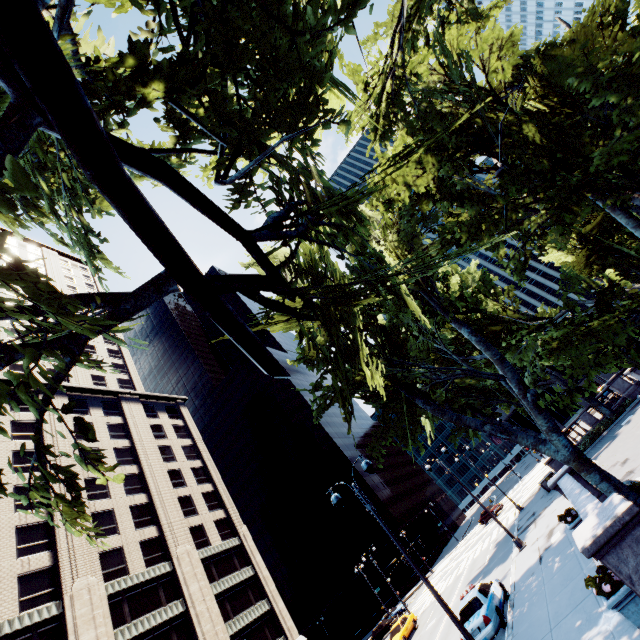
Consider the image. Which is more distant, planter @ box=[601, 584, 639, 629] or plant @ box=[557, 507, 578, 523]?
plant @ box=[557, 507, 578, 523]

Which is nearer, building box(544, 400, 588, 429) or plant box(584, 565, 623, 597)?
plant box(584, 565, 623, 597)

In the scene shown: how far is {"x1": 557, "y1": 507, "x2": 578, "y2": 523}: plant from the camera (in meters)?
13.38

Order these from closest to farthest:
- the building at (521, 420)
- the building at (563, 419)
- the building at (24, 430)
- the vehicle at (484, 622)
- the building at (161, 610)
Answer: the vehicle at (484, 622)
the building at (161, 610)
the building at (24, 430)
the building at (563, 419)
the building at (521, 420)

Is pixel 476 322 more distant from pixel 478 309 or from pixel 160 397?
pixel 160 397

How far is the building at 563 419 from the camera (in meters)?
55.88

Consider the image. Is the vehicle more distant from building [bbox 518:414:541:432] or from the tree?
building [bbox 518:414:541:432]

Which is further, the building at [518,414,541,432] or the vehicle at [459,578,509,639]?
the building at [518,414,541,432]
